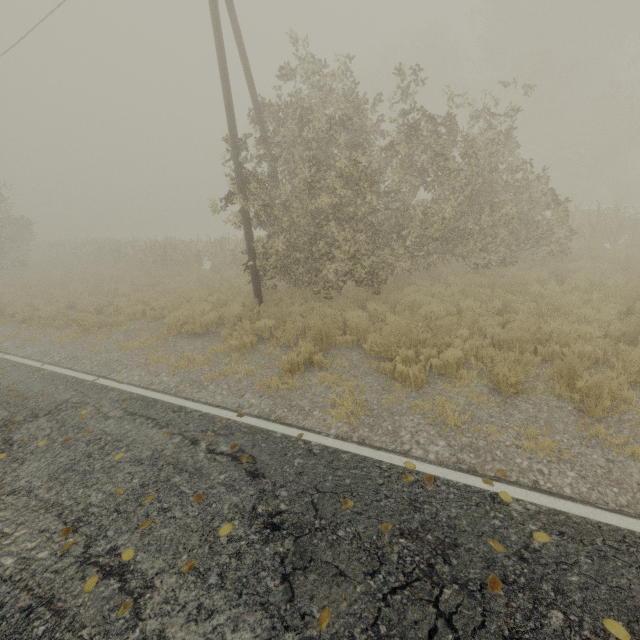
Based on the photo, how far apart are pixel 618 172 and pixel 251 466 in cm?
3416

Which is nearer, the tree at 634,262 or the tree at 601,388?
the tree at 601,388

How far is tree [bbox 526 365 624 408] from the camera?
4.62m

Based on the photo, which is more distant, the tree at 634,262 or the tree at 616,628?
the tree at 634,262

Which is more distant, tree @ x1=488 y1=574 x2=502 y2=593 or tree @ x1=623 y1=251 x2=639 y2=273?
tree @ x1=623 y1=251 x2=639 y2=273

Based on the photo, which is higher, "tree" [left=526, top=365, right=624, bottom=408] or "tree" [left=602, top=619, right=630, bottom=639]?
"tree" [left=526, top=365, right=624, bottom=408]

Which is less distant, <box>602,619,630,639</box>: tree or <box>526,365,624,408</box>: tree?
<box>602,619,630,639</box>: tree
